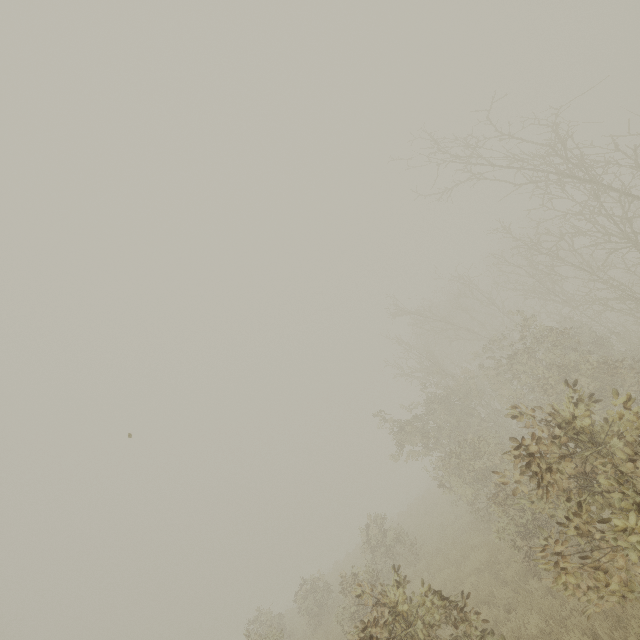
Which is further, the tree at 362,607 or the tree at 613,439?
the tree at 362,607

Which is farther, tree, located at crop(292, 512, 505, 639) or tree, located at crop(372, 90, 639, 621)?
tree, located at crop(292, 512, 505, 639)

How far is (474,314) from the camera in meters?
31.7 m
